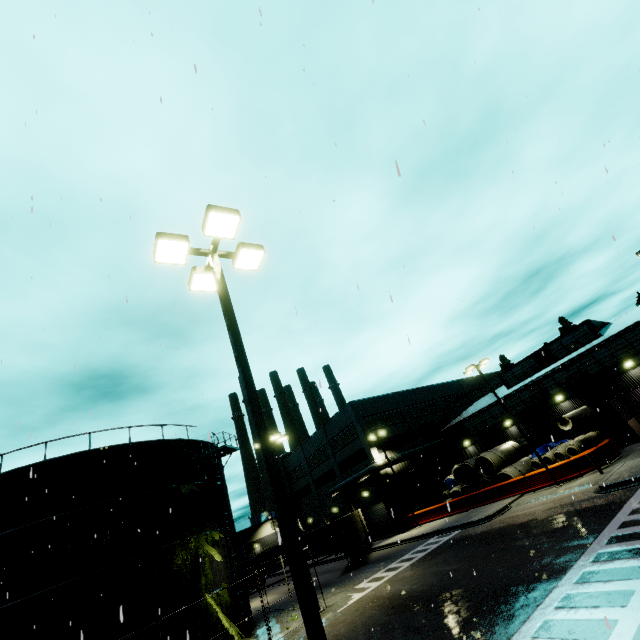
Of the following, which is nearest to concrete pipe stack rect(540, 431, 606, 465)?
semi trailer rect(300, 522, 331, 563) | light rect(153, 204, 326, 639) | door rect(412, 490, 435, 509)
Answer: semi trailer rect(300, 522, 331, 563)

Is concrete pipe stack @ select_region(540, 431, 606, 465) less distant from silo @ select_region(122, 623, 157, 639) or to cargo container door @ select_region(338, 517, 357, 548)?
silo @ select_region(122, 623, 157, 639)

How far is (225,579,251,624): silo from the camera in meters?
19.3

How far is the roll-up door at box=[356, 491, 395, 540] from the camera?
37.0 meters

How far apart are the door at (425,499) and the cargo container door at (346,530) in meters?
11.9

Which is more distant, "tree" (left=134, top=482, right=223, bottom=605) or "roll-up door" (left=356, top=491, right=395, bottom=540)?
"roll-up door" (left=356, top=491, right=395, bottom=540)

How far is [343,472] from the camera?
43.1 meters

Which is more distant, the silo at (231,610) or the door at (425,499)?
the door at (425,499)
